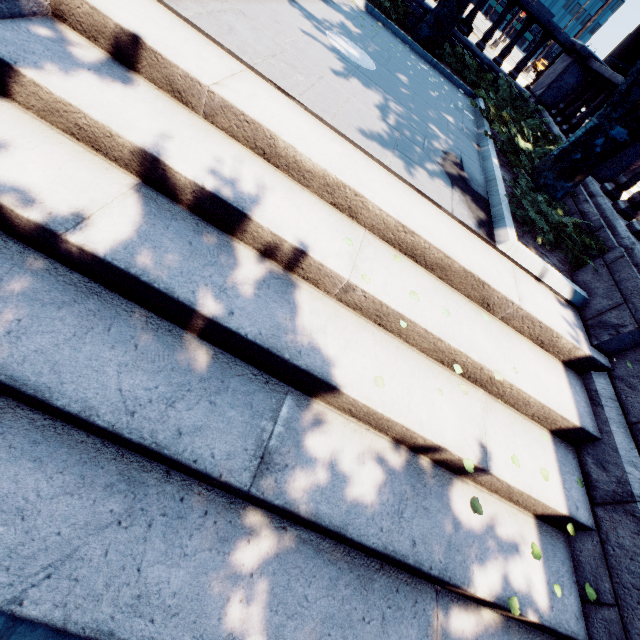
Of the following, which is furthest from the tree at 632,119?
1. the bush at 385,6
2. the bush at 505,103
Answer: the bush at 385,6

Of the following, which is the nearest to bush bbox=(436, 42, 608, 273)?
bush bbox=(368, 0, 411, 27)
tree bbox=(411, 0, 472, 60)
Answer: tree bbox=(411, 0, 472, 60)

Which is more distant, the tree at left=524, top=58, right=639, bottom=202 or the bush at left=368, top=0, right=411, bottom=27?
the bush at left=368, top=0, right=411, bottom=27

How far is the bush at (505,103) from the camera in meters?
4.9

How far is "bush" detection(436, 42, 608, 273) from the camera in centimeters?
488cm

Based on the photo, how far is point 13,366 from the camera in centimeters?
198cm

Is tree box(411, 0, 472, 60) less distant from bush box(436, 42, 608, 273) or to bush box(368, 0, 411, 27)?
bush box(436, 42, 608, 273)
